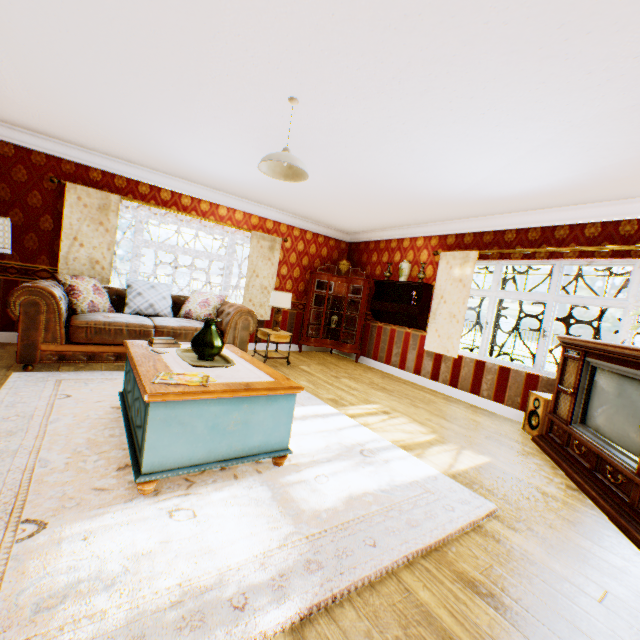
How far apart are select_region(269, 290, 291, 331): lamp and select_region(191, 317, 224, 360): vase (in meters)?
3.13

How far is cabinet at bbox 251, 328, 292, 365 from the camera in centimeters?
598cm

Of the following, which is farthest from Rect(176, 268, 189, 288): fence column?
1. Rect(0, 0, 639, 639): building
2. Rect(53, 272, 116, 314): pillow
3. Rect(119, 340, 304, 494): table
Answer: Rect(119, 340, 304, 494): table

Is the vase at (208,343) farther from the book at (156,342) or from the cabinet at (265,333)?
the cabinet at (265,333)

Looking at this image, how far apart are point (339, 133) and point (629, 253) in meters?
3.9 m

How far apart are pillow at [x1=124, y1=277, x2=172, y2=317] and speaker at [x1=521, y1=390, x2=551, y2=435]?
5.7 meters

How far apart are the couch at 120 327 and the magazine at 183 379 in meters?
2.6

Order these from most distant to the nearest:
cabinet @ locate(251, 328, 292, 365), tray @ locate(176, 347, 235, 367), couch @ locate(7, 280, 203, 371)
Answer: cabinet @ locate(251, 328, 292, 365), couch @ locate(7, 280, 203, 371), tray @ locate(176, 347, 235, 367)
